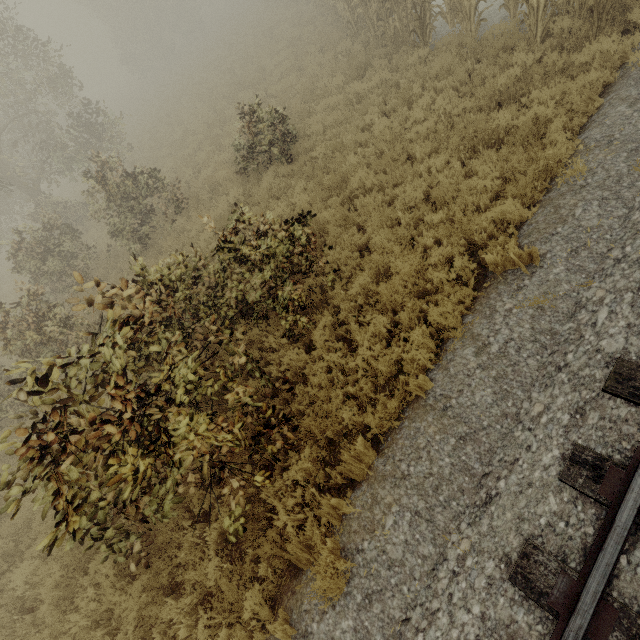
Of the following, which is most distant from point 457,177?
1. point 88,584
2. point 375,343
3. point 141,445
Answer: point 88,584

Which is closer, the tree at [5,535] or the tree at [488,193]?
the tree at [488,193]

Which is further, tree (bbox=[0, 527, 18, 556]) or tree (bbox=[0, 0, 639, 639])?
tree (bbox=[0, 527, 18, 556])
